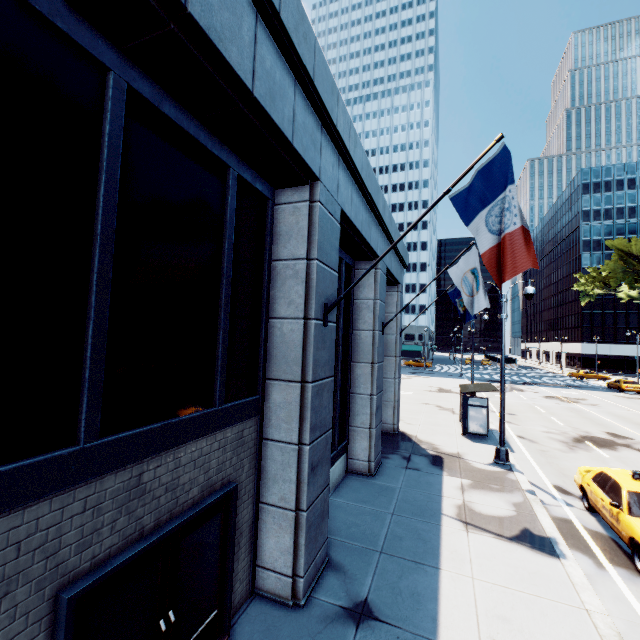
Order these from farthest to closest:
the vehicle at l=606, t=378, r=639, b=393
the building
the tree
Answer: the tree < the vehicle at l=606, t=378, r=639, b=393 < the building

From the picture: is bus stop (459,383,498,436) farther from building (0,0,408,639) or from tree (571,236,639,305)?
tree (571,236,639,305)

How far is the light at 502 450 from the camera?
13.0m

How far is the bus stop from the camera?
16.3 meters

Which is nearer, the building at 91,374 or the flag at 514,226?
the building at 91,374

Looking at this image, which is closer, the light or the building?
the building

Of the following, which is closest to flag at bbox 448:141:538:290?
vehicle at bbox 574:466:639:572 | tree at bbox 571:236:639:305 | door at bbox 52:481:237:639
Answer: door at bbox 52:481:237:639

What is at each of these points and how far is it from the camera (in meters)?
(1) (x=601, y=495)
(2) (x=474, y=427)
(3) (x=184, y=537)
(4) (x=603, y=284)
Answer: (1) vehicle, 8.84
(2) bus stop, 16.48
(3) door, 4.26
(4) tree, 48.59
